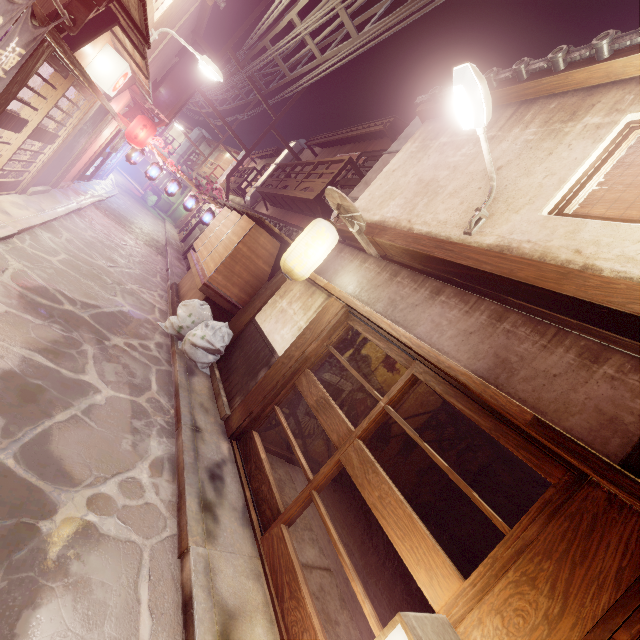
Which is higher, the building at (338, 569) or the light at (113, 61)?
the light at (113, 61)

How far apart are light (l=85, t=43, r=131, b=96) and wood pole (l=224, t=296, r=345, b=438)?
11.71m

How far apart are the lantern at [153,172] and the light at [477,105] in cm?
2211

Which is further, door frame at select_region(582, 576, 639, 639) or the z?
the z

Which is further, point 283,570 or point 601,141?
point 601,141

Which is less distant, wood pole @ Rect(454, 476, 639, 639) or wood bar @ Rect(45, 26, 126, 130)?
wood pole @ Rect(454, 476, 639, 639)

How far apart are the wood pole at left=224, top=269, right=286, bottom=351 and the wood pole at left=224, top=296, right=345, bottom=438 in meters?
3.4 m

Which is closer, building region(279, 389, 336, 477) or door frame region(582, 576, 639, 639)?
door frame region(582, 576, 639, 639)
